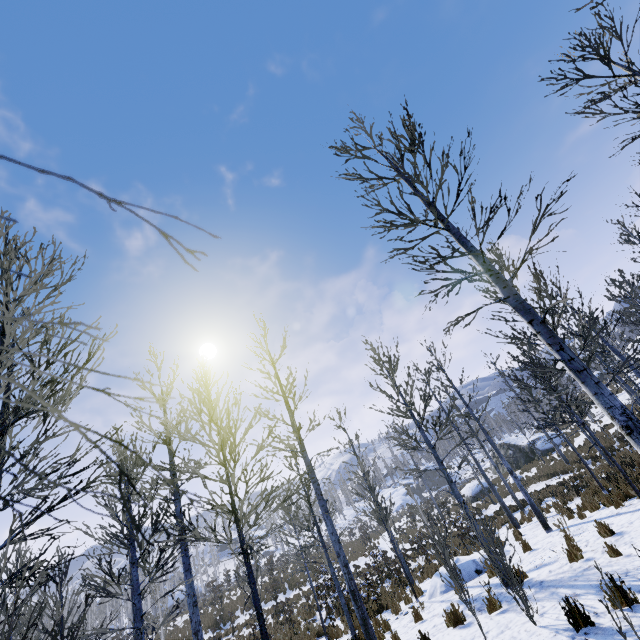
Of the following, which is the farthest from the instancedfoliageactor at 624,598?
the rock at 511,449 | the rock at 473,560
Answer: the rock at 511,449

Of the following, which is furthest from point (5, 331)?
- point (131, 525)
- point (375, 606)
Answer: point (375, 606)

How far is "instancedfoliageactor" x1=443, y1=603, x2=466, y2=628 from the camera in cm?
690

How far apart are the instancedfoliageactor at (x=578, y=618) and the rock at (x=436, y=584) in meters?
6.7

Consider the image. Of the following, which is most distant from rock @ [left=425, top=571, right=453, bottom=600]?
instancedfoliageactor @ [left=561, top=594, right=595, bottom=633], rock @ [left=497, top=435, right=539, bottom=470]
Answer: rock @ [left=497, top=435, right=539, bottom=470]

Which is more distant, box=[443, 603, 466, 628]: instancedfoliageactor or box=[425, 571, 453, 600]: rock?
box=[425, 571, 453, 600]: rock

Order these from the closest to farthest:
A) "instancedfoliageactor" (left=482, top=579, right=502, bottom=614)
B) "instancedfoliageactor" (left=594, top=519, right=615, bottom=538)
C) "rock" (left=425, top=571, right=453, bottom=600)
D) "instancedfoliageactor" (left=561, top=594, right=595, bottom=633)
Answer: "instancedfoliageactor" (left=561, top=594, right=595, bottom=633)
"instancedfoliageactor" (left=482, top=579, right=502, bottom=614)
"instancedfoliageactor" (left=594, top=519, right=615, bottom=538)
"rock" (left=425, top=571, right=453, bottom=600)

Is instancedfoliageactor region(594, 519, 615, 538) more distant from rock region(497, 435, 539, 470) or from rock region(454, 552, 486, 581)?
rock region(497, 435, 539, 470)
